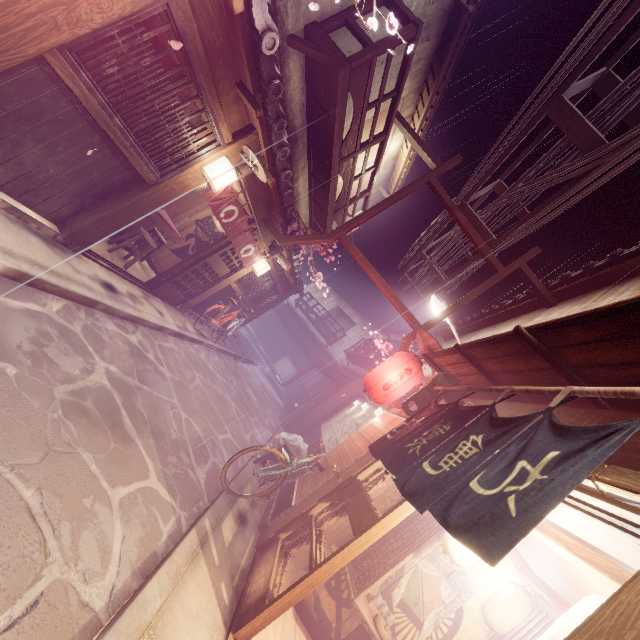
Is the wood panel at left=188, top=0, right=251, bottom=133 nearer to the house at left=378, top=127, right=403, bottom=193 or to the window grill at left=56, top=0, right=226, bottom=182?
the window grill at left=56, top=0, right=226, bottom=182

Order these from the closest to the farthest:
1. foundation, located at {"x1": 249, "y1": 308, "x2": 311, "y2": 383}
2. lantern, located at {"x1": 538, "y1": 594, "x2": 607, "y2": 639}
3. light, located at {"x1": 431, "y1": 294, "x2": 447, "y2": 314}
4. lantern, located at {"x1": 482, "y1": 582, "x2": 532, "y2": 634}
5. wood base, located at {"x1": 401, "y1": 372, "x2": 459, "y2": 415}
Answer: lantern, located at {"x1": 538, "y1": 594, "x2": 607, "y2": 639} → lantern, located at {"x1": 482, "y1": 582, "x2": 532, "y2": 634} → wood base, located at {"x1": 401, "y1": 372, "x2": 459, "y2": 415} → light, located at {"x1": 431, "y1": 294, "x2": 447, "y2": 314} → foundation, located at {"x1": 249, "y1": 308, "x2": 311, "y2": 383}

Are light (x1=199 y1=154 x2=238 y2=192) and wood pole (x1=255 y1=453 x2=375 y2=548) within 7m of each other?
no

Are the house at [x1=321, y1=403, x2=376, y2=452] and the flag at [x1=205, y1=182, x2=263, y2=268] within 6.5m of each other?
no

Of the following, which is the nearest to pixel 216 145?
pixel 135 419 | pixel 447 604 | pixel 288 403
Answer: pixel 135 419

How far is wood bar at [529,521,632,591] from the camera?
4.0 meters

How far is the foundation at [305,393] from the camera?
25.8 meters

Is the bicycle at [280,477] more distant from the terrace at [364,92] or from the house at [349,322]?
the house at [349,322]
